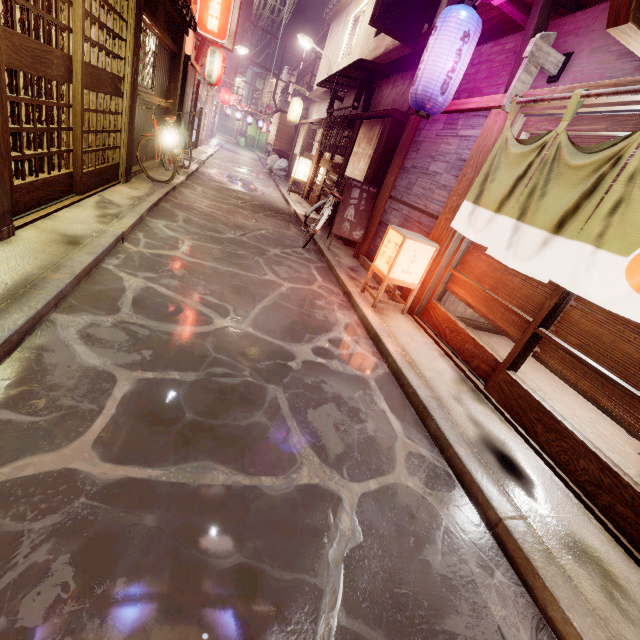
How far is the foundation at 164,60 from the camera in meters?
13.5 m

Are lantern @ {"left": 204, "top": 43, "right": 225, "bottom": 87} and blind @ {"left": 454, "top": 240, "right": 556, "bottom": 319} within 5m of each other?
no

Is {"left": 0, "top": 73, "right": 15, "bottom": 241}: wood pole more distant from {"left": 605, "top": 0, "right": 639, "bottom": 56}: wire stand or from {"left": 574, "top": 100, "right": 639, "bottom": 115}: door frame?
{"left": 574, "top": 100, "right": 639, "bottom": 115}: door frame

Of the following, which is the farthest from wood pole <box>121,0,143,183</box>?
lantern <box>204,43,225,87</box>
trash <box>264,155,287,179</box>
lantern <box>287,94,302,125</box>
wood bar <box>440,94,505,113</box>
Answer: trash <box>264,155,287,179</box>

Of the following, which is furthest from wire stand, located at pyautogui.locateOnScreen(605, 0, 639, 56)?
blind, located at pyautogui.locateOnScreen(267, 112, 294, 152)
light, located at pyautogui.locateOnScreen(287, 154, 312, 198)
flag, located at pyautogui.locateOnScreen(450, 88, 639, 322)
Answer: blind, located at pyautogui.locateOnScreen(267, 112, 294, 152)

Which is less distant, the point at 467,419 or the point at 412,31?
the point at 467,419

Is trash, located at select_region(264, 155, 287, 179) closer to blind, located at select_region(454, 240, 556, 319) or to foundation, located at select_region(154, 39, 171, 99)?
foundation, located at select_region(154, 39, 171, 99)

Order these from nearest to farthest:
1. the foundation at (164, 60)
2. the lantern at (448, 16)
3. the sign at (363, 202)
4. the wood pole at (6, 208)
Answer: the wood pole at (6, 208)
the lantern at (448, 16)
the sign at (363, 202)
the foundation at (164, 60)
